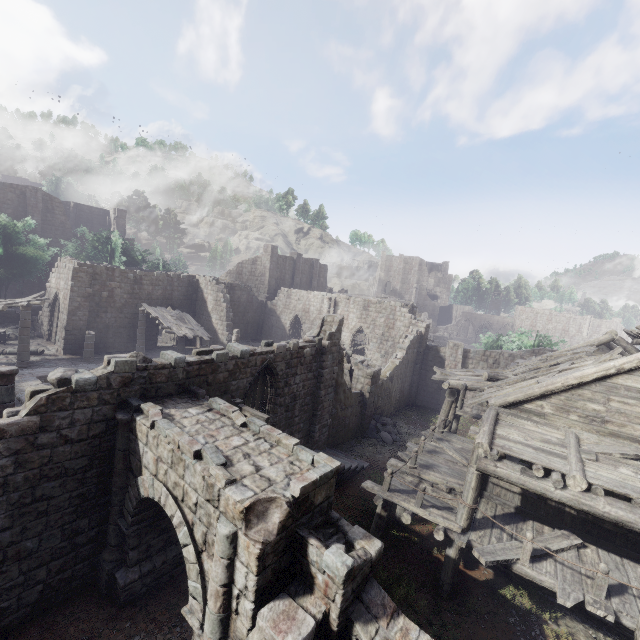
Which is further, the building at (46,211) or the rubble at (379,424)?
the building at (46,211)

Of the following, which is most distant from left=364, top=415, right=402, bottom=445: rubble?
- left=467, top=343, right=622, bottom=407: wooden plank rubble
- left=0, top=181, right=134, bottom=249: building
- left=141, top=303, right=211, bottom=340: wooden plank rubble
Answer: left=141, top=303, right=211, bottom=340: wooden plank rubble

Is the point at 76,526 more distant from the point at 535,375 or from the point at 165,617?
the point at 535,375

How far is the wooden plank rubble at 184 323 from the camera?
23.9m

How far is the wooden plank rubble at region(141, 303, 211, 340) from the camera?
23.9m

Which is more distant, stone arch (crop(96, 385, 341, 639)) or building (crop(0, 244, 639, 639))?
building (crop(0, 244, 639, 639))

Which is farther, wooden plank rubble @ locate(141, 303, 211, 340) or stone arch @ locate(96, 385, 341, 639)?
wooden plank rubble @ locate(141, 303, 211, 340)

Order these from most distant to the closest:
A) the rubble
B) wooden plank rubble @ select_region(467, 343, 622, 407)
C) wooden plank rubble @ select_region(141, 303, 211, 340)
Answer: wooden plank rubble @ select_region(141, 303, 211, 340), the rubble, wooden plank rubble @ select_region(467, 343, 622, 407)
